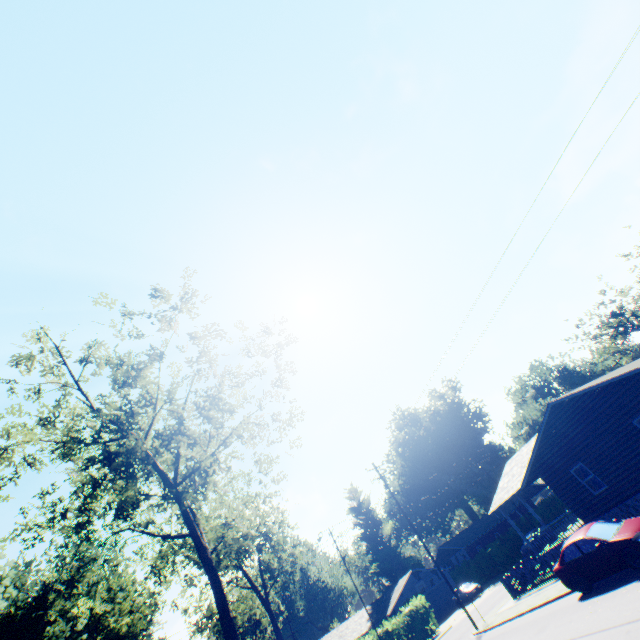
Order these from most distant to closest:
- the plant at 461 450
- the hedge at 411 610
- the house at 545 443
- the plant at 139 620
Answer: the plant at 461 450 → the plant at 139 620 → the hedge at 411 610 → the house at 545 443

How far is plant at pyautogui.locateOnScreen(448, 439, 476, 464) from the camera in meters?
58.9 m

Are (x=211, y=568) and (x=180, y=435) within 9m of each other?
yes

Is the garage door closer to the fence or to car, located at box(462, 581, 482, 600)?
car, located at box(462, 581, 482, 600)

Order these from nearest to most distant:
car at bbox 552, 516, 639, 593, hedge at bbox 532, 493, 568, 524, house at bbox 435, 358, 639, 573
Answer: car at bbox 552, 516, 639, 593
house at bbox 435, 358, 639, 573
hedge at bbox 532, 493, 568, 524

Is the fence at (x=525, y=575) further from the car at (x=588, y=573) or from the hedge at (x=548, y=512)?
the hedge at (x=548, y=512)

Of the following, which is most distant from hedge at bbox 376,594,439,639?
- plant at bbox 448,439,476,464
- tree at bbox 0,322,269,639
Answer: plant at bbox 448,439,476,464

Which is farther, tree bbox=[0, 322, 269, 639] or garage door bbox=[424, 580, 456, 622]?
garage door bbox=[424, 580, 456, 622]
